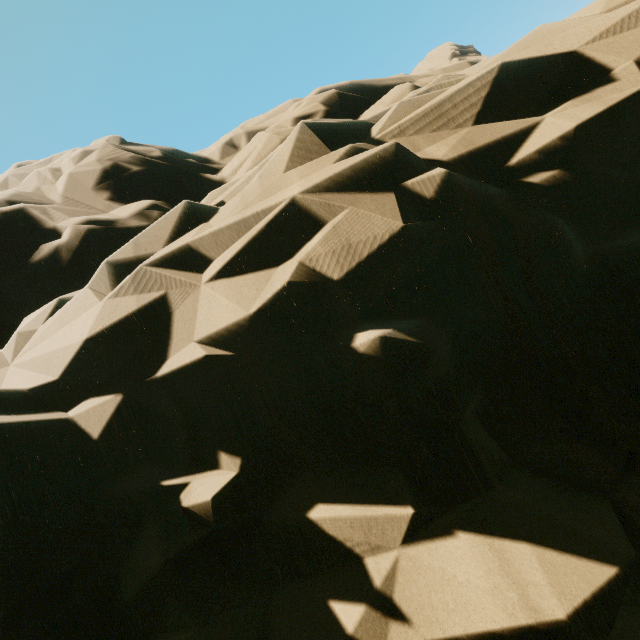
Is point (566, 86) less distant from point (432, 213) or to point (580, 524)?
point (432, 213)
